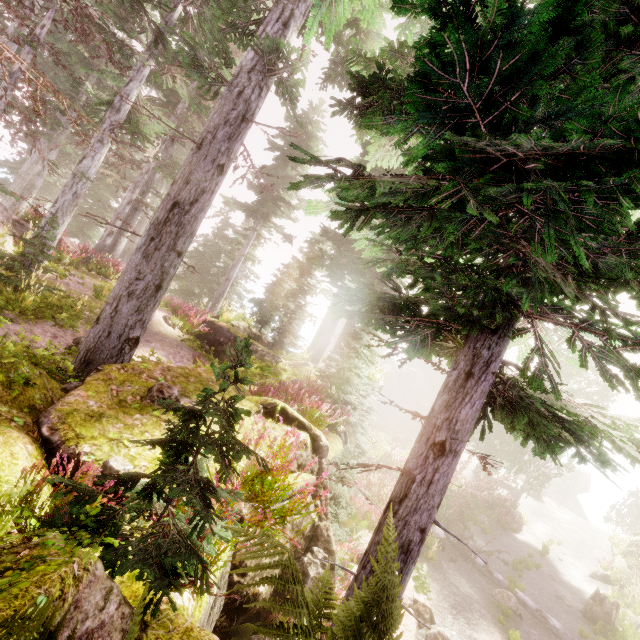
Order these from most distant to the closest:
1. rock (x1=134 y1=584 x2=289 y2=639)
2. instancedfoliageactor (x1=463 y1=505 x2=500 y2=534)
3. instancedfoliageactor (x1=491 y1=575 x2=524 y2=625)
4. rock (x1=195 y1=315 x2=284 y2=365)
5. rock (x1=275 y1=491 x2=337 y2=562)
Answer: instancedfoliageactor (x1=463 y1=505 x2=500 y2=534) < rock (x1=195 y1=315 x2=284 y2=365) < instancedfoliageactor (x1=491 y1=575 x2=524 y2=625) < rock (x1=275 y1=491 x2=337 y2=562) < rock (x1=134 y1=584 x2=289 y2=639)

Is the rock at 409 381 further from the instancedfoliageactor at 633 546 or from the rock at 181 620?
the rock at 181 620

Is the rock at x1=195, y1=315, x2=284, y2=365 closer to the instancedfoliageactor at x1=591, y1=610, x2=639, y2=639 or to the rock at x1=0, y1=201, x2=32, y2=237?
the instancedfoliageactor at x1=591, y1=610, x2=639, y2=639

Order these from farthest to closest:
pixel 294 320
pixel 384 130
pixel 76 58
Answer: pixel 294 320, pixel 76 58, pixel 384 130

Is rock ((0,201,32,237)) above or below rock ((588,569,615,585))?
above

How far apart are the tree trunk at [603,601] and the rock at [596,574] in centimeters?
554cm

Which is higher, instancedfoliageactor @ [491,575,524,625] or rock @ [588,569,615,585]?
rock @ [588,569,615,585]

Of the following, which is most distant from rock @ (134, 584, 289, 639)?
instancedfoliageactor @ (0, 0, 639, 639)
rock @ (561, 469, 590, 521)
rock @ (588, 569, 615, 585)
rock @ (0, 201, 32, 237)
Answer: rock @ (561, 469, 590, 521)
